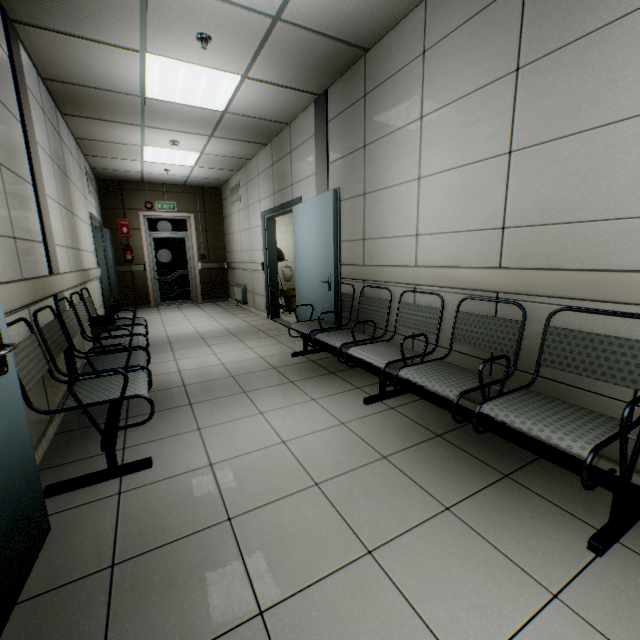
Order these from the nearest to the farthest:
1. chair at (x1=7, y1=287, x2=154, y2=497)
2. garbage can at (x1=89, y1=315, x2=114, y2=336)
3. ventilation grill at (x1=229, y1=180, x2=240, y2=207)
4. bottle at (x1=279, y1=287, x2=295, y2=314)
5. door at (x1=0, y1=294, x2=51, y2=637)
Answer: door at (x1=0, y1=294, x2=51, y2=637)
chair at (x1=7, y1=287, x2=154, y2=497)
garbage can at (x1=89, y1=315, x2=114, y2=336)
bottle at (x1=279, y1=287, x2=295, y2=314)
ventilation grill at (x1=229, y1=180, x2=240, y2=207)

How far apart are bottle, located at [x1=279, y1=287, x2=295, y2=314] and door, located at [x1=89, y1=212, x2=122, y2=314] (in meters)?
3.33

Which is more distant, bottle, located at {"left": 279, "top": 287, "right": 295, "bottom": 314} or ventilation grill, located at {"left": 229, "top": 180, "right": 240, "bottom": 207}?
ventilation grill, located at {"left": 229, "top": 180, "right": 240, "bottom": 207}

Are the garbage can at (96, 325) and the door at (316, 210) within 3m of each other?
yes

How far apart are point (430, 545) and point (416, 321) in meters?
1.8 m

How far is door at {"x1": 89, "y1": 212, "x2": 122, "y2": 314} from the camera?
6.2m

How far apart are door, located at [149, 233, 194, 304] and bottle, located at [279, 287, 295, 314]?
3.5m

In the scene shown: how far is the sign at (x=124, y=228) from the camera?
8.2 meters
